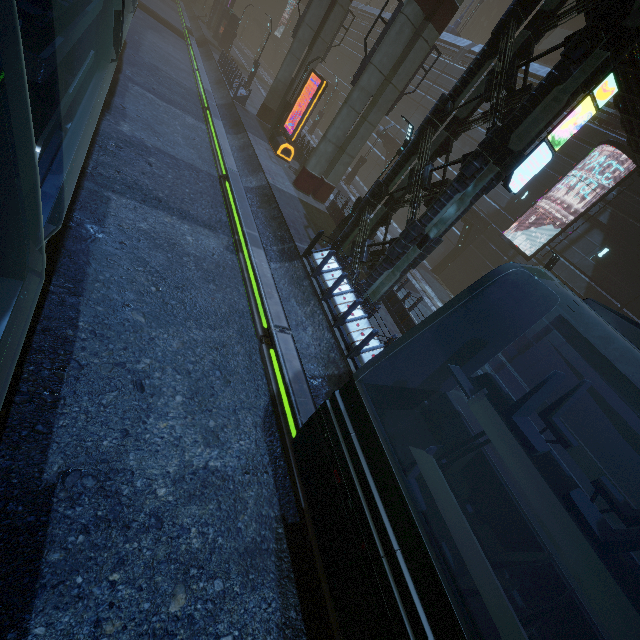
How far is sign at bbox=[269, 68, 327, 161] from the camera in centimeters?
1843cm

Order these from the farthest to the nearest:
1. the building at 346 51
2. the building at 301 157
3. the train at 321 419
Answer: the building at 346 51, the building at 301 157, the train at 321 419

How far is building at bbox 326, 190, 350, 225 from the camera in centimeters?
1740cm

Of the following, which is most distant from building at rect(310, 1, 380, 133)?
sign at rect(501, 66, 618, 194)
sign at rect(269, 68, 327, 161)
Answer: sign at rect(269, 68, 327, 161)

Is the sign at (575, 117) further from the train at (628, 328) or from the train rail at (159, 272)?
the train rail at (159, 272)

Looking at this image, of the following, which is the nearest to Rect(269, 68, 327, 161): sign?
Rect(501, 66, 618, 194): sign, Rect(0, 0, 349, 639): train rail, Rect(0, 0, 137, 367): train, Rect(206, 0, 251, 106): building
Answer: Rect(206, 0, 251, 106): building

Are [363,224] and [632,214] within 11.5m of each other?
no
